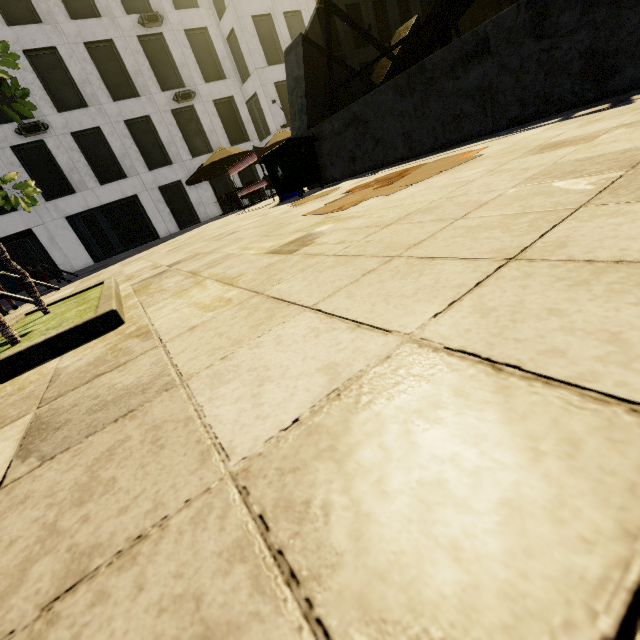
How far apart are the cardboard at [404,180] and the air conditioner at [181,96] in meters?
22.0 m

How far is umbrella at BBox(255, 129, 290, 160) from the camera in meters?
16.0

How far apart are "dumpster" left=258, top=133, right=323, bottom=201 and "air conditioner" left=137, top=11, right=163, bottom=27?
19.1 meters

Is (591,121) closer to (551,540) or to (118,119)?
(551,540)

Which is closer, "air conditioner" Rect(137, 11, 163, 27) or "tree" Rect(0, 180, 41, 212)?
"tree" Rect(0, 180, 41, 212)

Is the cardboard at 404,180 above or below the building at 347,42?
below

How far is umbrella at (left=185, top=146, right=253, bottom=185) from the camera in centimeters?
1462cm

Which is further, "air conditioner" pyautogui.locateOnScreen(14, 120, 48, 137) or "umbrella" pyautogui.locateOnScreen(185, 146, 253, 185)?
"air conditioner" pyautogui.locateOnScreen(14, 120, 48, 137)
